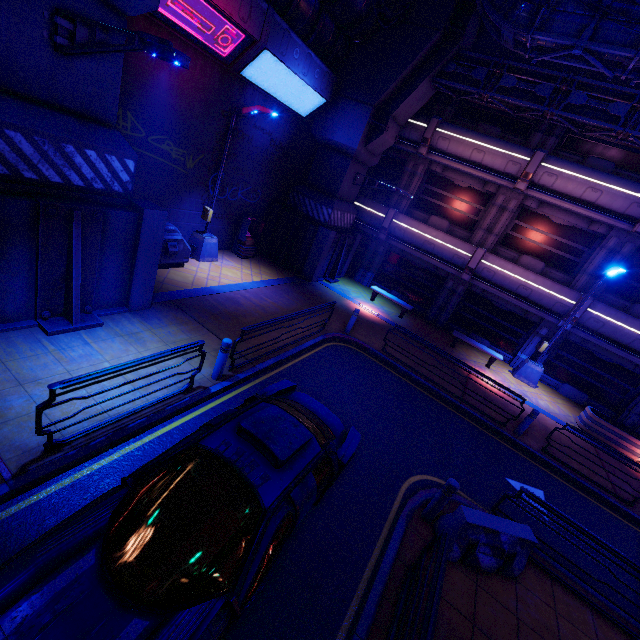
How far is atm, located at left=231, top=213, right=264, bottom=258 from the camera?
15.0 meters

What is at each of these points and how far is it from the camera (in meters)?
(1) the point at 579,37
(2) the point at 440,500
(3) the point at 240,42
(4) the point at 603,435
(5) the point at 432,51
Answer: (1) pipe, 8.05
(2) post, 5.99
(3) walkway, 10.41
(4) plant holder, 12.72
(5) pillar, 13.05

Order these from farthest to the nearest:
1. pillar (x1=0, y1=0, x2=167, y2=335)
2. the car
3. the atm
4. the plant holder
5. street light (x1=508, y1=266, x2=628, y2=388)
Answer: the atm < street light (x1=508, y1=266, x2=628, y2=388) < the plant holder < pillar (x1=0, y1=0, x2=167, y2=335) < the car

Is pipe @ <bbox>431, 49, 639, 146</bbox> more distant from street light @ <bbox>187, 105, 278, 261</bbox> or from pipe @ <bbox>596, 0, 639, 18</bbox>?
street light @ <bbox>187, 105, 278, 261</bbox>

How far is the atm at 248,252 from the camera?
15.04m

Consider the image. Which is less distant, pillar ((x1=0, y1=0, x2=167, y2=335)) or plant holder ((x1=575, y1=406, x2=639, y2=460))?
pillar ((x1=0, y1=0, x2=167, y2=335))

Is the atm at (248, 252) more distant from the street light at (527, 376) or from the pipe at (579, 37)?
the street light at (527, 376)

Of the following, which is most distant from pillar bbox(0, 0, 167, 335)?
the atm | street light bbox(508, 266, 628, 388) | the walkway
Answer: street light bbox(508, 266, 628, 388)
